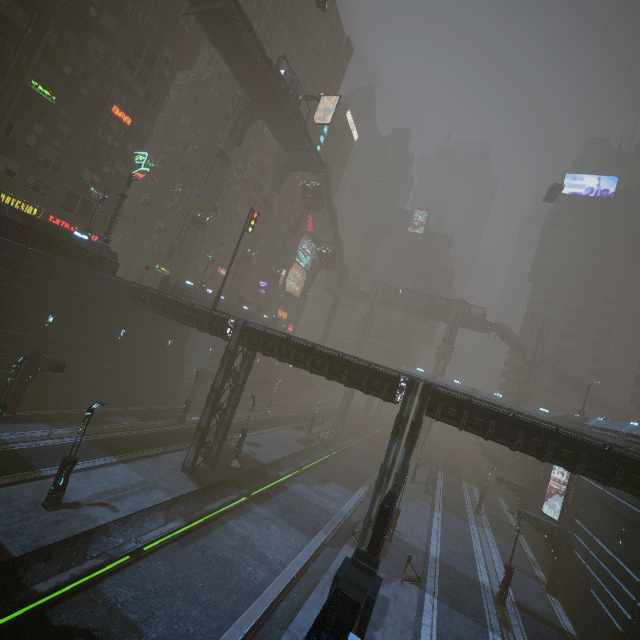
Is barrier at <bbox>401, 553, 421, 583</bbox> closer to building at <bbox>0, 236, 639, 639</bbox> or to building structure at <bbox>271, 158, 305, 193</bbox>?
building at <bbox>0, 236, 639, 639</bbox>

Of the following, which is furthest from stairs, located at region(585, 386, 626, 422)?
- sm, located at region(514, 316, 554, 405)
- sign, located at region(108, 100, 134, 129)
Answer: sign, located at region(108, 100, 134, 129)

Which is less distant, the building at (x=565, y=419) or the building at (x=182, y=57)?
the building at (x=565, y=419)

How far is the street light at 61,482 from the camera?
15.8m

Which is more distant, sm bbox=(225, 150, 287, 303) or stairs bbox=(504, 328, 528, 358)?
stairs bbox=(504, 328, 528, 358)

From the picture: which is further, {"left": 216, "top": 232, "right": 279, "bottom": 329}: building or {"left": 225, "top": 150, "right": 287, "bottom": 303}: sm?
{"left": 225, "top": 150, "right": 287, "bottom": 303}: sm

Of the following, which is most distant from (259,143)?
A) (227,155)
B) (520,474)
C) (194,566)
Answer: (520,474)

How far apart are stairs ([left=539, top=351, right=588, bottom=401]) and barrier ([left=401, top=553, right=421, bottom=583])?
49.58m
